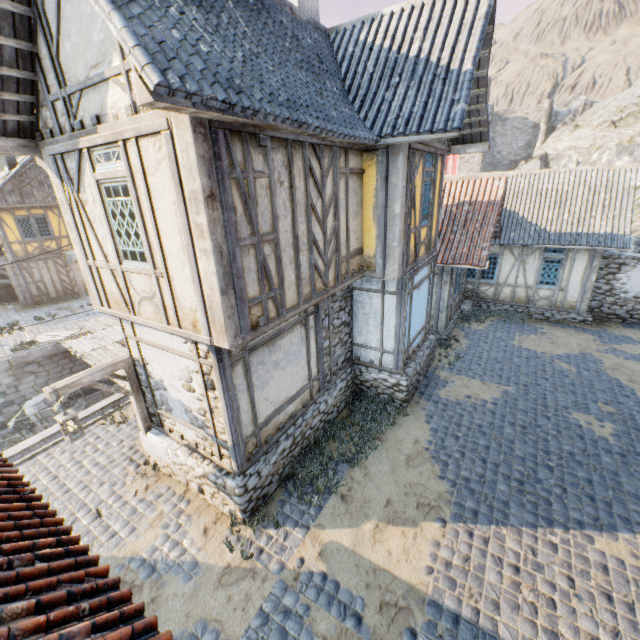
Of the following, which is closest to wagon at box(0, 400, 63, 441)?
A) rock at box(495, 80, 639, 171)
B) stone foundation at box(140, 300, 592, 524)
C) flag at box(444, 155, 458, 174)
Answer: stone foundation at box(140, 300, 592, 524)

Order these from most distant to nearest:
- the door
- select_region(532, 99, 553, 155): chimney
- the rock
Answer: select_region(532, 99, 553, 155): chimney
the rock
the door

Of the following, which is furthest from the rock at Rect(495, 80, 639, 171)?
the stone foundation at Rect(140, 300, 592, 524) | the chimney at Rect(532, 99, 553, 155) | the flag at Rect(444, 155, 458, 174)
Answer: the stone foundation at Rect(140, 300, 592, 524)

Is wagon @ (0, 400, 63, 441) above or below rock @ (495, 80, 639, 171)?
below

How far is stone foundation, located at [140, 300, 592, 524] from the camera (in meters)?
6.39

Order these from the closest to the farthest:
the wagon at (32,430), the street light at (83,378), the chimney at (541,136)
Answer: the street light at (83,378) → the wagon at (32,430) → the chimney at (541,136)

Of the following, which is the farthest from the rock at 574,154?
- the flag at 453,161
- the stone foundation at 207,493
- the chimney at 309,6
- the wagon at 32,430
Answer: A: the wagon at 32,430

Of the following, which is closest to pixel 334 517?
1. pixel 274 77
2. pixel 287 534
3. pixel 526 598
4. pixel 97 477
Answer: pixel 287 534
